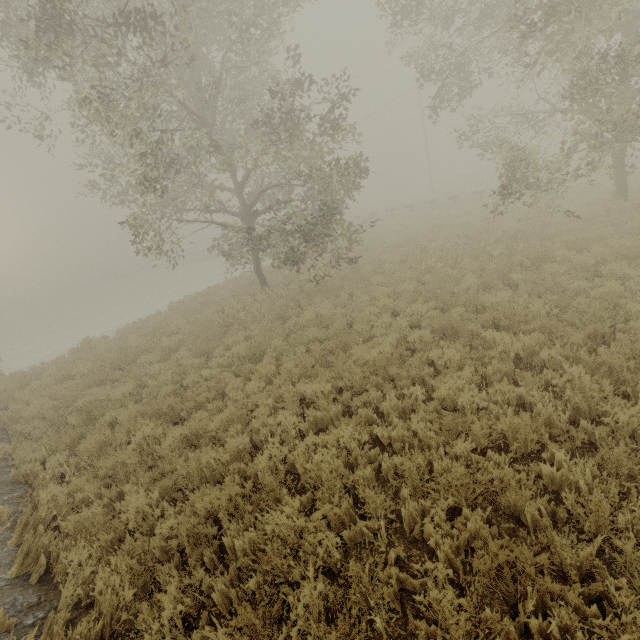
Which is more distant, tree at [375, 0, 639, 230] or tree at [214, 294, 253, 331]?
tree at [214, 294, 253, 331]

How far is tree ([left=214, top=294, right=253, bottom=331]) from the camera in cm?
1244

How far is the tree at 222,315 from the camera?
12.4m

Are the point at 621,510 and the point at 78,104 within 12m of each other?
no

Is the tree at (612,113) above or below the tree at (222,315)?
above

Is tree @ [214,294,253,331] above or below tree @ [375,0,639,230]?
below

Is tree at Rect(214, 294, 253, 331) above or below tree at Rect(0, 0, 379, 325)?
below

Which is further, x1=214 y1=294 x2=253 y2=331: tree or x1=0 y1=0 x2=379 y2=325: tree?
x1=214 y1=294 x2=253 y2=331: tree
